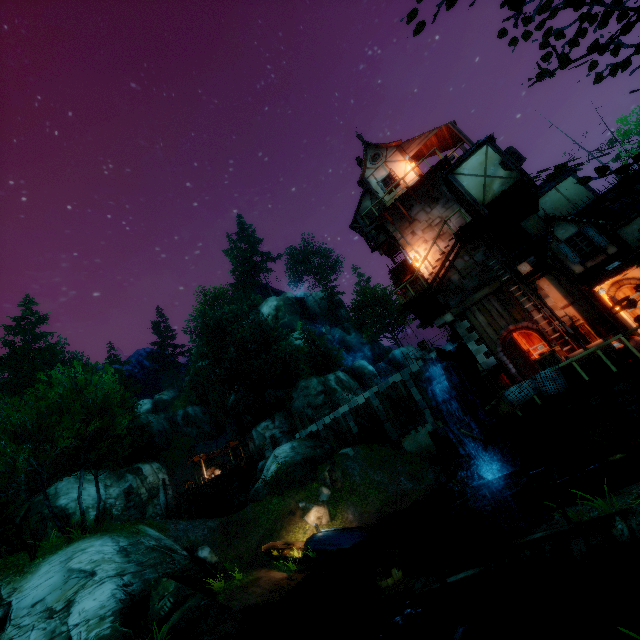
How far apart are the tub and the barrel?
11.3m

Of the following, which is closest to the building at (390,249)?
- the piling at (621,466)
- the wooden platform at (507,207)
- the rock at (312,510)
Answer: the wooden platform at (507,207)

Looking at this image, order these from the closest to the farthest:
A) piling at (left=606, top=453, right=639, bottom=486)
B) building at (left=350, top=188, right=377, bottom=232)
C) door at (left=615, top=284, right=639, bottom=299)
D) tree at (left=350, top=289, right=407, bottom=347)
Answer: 1. piling at (left=606, top=453, right=639, bottom=486)
2. door at (left=615, top=284, right=639, bottom=299)
3. building at (left=350, top=188, right=377, bottom=232)
4. tree at (left=350, top=289, right=407, bottom=347)

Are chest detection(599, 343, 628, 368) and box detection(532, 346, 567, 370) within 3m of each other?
yes

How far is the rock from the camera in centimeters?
2046cm

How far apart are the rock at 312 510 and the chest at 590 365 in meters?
17.3

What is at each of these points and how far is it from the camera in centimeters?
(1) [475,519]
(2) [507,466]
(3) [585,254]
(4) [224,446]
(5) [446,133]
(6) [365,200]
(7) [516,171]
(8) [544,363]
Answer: (1) piling, 1544cm
(2) water wheel, 1525cm
(3) window, 1359cm
(4) building, 3909cm
(5) building, 2031cm
(6) building, 2277cm
(7) building, 1470cm
(8) box, 1184cm

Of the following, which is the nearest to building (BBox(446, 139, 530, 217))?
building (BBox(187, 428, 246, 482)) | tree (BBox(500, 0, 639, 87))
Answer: tree (BBox(500, 0, 639, 87))
